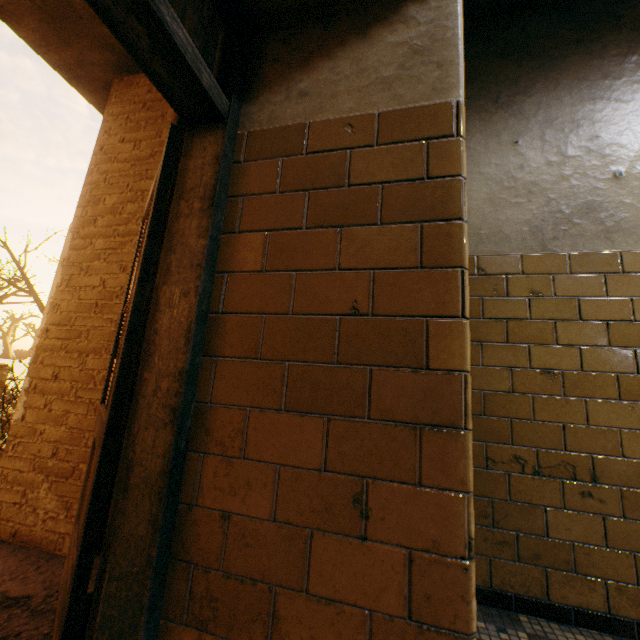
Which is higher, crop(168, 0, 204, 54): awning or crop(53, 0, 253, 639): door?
crop(168, 0, 204, 54): awning

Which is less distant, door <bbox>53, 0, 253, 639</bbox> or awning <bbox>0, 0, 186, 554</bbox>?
door <bbox>53, 0, 253, 639</bbox>

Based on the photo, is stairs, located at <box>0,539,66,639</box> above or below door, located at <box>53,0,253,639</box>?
below

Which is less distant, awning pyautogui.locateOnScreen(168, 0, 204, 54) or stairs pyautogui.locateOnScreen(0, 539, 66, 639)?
stairs pyautogui.locateOnScreen(0, 539, 66, 639)

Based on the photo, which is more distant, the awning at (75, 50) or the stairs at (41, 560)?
the awning at (75, 50)

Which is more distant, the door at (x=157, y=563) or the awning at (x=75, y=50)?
the awning at (x=75, y=50)

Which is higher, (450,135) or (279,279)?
(450,135)
